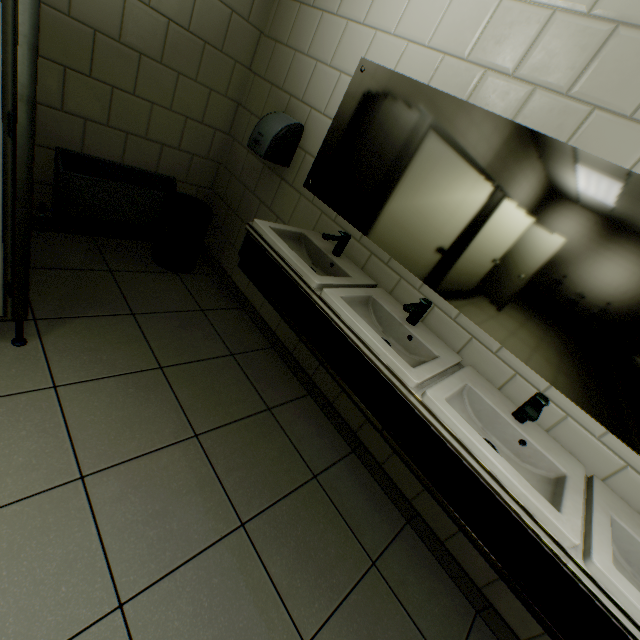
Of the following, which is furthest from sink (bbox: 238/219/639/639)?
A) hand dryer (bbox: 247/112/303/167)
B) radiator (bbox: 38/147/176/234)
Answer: radiator (bbox: 38/147/176/234)

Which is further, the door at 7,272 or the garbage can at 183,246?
the garbage can at 183,246

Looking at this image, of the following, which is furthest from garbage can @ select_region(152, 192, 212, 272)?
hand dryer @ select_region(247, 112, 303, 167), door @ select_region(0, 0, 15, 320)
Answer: door @ select_region(0, 0, 15, 320)

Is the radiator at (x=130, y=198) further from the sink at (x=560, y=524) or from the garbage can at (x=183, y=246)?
the sink at (x=560, y=524)

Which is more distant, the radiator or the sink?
the radiator

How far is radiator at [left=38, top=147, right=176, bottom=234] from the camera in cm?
219

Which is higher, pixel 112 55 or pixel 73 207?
pixel 112 55

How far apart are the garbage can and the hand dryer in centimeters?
66cm
